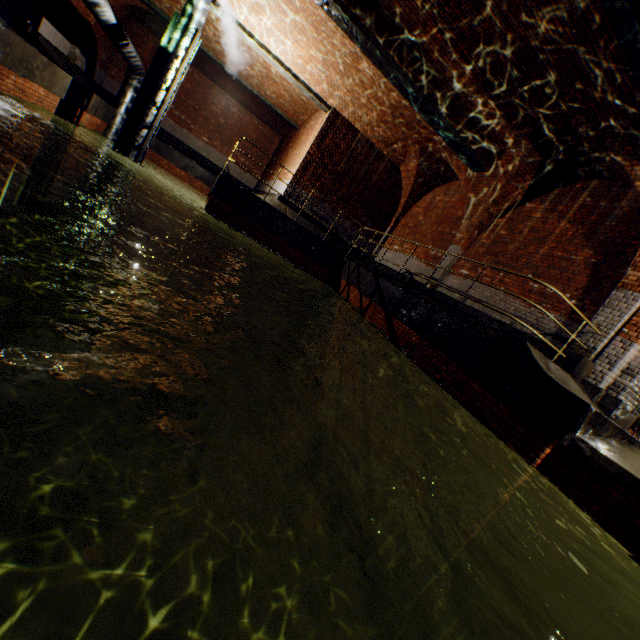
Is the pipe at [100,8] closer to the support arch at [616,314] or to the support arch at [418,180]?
the support arch at [616,314]

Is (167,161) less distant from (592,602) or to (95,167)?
(95,167)

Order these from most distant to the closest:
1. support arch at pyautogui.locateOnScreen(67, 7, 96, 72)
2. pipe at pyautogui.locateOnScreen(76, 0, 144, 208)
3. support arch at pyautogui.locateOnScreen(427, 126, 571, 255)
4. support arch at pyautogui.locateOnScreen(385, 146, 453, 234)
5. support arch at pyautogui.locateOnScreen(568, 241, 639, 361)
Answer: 1. support arch at pyautogui.locateOnScreen(67, 7, 96, 72)
2. support arch at pyautogui.locateOnScreen(385, 146, 453, 234)
3. pipe at pyautogui.locateOnScreen(76, 0, 144, 208)
4. support arch at pyautogui.locateOnScreen(427, 126, 571, 255)
5. support arch at pyautogui.locateOnScreen(568, 241, 639, 361)

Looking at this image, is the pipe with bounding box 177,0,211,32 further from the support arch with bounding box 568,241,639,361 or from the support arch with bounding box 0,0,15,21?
the support arch with bounding box 0,0,15,21

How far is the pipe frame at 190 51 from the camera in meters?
10.2

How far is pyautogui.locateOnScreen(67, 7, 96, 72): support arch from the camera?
12.8 meters

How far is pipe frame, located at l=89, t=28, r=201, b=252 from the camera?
10.2m

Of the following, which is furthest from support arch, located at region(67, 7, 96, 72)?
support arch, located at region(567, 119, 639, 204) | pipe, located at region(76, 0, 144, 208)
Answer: support arch, located at region(567, 119, 639, 204)
